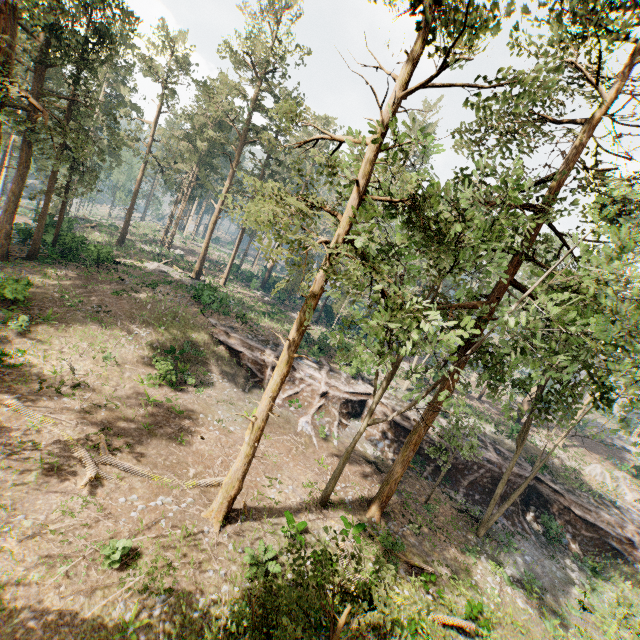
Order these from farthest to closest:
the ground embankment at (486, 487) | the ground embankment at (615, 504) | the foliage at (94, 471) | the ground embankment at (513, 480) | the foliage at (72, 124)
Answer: the ground embankment at (513, 480)
the ground embankment at (486, 487)
the ground embankment at (615, 504)
the foliage at (94, 471)
the foliage at (72, 124)

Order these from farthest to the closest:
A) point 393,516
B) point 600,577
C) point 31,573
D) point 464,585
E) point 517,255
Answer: point 600,577 → point 393,516 → point 464,585 → point 517,255 → point 31,573

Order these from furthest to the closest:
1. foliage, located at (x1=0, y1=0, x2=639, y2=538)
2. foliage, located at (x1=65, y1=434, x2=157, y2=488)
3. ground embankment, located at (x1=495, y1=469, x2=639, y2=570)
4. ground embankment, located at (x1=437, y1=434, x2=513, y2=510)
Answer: ground embankment, located at (x1=437, y1=434, x2=513, y2=510), ground embankment, located at (x1=495, y1=469, x2=639, y2=570), foliage, located at (x1=65, y1=434, x2=157, y2=488), foliage, located at (x1=0, y1=0, x2=639, y2=538)

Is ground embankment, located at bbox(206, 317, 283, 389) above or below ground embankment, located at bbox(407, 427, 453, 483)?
above

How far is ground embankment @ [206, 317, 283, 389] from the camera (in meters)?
27.41

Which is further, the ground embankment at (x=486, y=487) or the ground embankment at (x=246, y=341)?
the ground embankment at (x=246, y=341)
